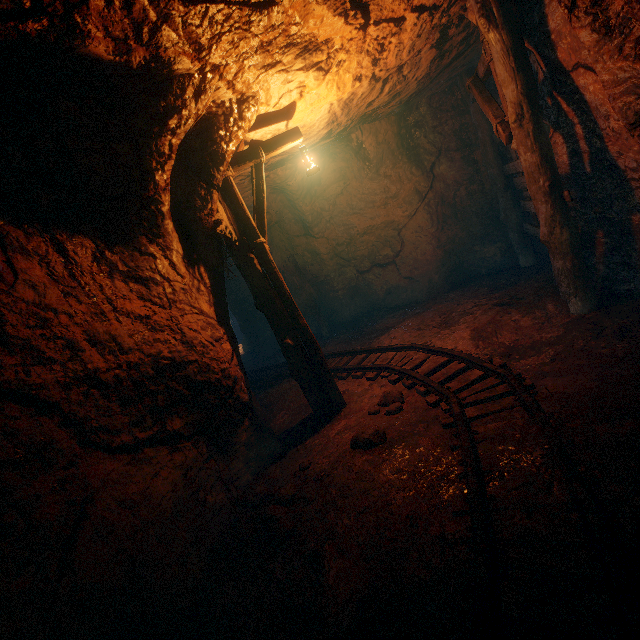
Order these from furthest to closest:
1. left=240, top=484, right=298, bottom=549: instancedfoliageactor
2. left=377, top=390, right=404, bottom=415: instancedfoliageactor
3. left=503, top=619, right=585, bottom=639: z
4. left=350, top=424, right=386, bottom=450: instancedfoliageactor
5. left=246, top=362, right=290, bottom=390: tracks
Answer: left=246, top=362, right=290, bottom=390: tracks, left=377, top=390, right=404, bottom=415: instancedfoliageactor, left=350, top=424, right=386, bottom=450: instancedfoliageactor, left=240, top=484, right=298, bottom=549: instancedfoliageactor, left=503, top=619, right=585, bottom=639: z

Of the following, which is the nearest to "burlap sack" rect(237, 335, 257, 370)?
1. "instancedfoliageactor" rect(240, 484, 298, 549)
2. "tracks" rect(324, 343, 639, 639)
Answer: "tracks" rect(324, 343, 639, 639)

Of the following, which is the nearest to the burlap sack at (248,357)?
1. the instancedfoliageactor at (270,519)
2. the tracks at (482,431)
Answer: the tracks at (482,431)

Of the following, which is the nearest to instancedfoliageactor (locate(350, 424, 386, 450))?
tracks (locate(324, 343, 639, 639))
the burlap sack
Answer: tracks (locate(324, 343, 639, 639))

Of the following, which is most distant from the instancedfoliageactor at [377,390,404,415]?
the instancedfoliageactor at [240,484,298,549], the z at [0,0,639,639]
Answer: the instancedfoliageactor at [240,484,298,549]

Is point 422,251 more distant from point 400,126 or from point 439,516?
point 439,516

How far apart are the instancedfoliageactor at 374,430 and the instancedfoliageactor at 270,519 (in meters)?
0.81

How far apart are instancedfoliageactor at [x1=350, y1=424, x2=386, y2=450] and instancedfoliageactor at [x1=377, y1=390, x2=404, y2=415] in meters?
0.3
